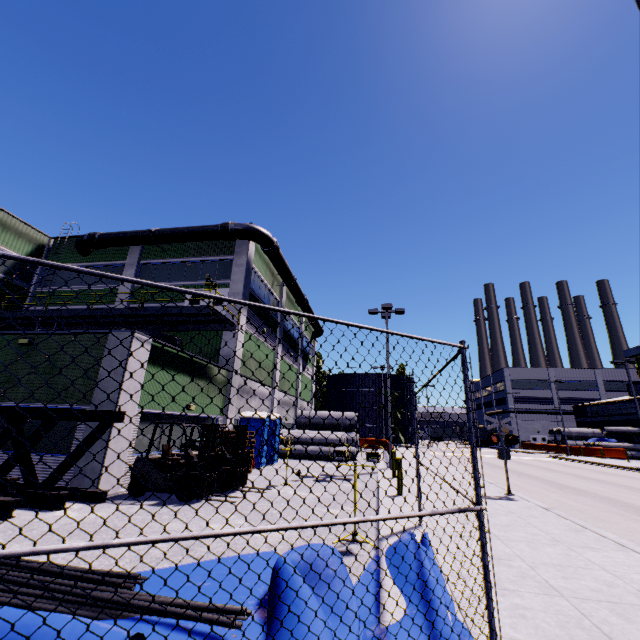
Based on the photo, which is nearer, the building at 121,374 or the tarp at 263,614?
the tarp at 263,614

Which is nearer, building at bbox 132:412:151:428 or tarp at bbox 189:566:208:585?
tarp at bbox 189:566:208:585

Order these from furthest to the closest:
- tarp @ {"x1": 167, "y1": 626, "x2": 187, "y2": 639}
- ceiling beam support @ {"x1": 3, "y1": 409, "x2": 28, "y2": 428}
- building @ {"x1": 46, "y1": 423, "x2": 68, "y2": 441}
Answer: building @ {"x1": 46, "y1": 423, "x2": 68, "y2": 441}
ceiling beam support @ {"x1": 3, "y1": 409, "x2": 28, "y2": 428}
tarp @ {"x1": 167, "y1": 626, "x2": 187, "y2": 639}

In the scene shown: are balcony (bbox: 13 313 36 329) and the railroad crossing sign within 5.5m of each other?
no

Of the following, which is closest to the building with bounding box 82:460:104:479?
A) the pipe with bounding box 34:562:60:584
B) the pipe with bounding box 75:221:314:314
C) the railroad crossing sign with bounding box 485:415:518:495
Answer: the pipe with bounding box 75:221:314:314

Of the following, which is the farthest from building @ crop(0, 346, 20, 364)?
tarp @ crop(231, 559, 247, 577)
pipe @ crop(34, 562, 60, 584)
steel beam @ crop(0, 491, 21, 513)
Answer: pipe @ crop(34, 562, 60, 584)

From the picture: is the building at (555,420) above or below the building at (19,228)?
below

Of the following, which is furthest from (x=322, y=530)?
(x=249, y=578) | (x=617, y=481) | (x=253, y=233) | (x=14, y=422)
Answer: (x=617, y=481)
